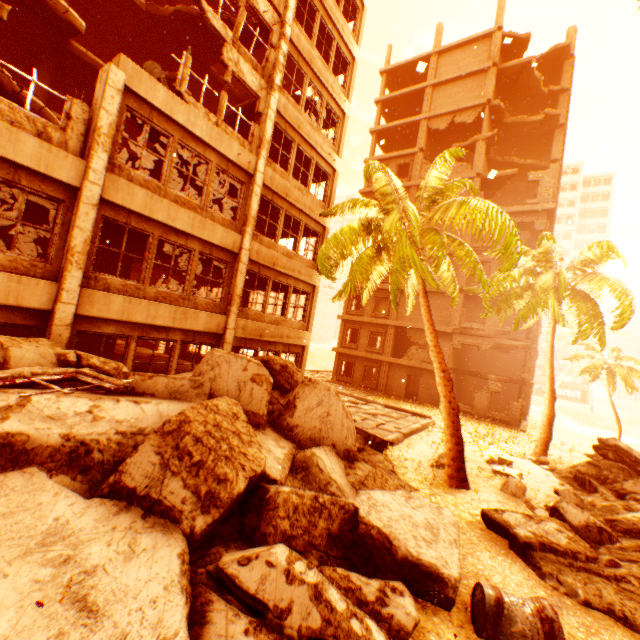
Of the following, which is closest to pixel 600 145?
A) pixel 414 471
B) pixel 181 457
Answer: pixel 414 471

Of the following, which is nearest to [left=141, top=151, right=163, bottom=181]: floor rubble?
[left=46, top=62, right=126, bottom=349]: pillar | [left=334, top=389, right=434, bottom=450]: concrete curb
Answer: [left=46, top=62, right=126, bottom=349]: pillar

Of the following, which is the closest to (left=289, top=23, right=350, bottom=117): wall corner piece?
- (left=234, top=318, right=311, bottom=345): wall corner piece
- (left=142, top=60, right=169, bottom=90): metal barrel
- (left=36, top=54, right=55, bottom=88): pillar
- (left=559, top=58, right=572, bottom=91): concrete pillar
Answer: (left=142, top=60, right=169, bottom=90): metal barrel

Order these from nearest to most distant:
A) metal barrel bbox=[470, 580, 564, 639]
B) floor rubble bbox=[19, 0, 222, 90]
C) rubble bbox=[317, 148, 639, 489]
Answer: metal barrel bbox=[470, 580, 564, 639]
rubble bbox=[317, 148, 639, 489]
floor rubble bbox=[19, 0, 222, 90]

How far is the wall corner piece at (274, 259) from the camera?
12.5m

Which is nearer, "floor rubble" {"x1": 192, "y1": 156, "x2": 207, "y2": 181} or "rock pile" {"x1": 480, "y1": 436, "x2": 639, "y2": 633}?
"rock pile" {"x1": 480, "y1": 436, "x2": 639, "y2": 633}

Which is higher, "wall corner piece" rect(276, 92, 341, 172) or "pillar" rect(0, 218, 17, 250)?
"wall corner piece" rect(276, 92, 341, 172)

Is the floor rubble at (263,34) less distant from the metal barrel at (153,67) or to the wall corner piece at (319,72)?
the wall corner piece at (319,72)
